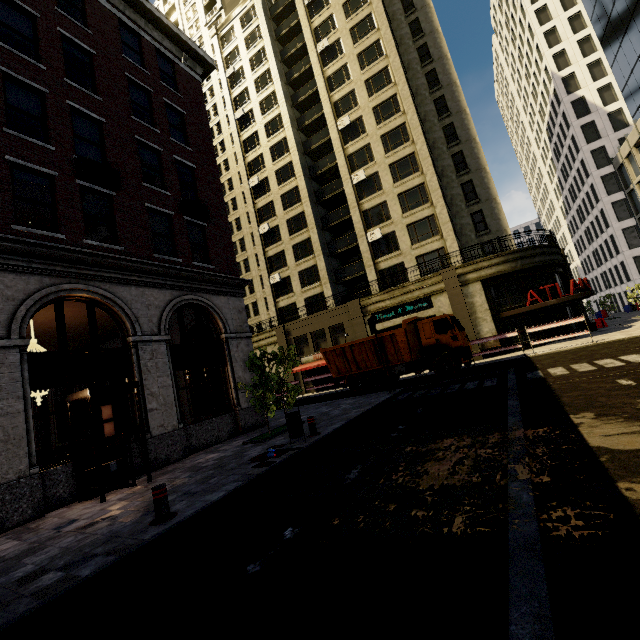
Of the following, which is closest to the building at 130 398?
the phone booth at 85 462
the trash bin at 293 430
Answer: the phone booth at 85 462

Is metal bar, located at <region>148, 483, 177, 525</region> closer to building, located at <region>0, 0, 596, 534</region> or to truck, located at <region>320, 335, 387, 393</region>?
building, located at <region>0, 0, 596, 534</region>

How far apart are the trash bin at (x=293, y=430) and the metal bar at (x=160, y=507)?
3.8 meters

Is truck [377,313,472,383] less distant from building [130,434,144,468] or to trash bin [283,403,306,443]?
building [130,434,144,468]

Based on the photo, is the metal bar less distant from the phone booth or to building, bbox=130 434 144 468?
the phone booth

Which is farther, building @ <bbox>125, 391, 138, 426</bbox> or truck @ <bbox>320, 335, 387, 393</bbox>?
truck @ <bbox>320, 335, 387, 393</bbox>

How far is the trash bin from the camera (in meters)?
9.02

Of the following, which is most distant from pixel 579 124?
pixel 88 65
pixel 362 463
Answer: pixel 362 463
